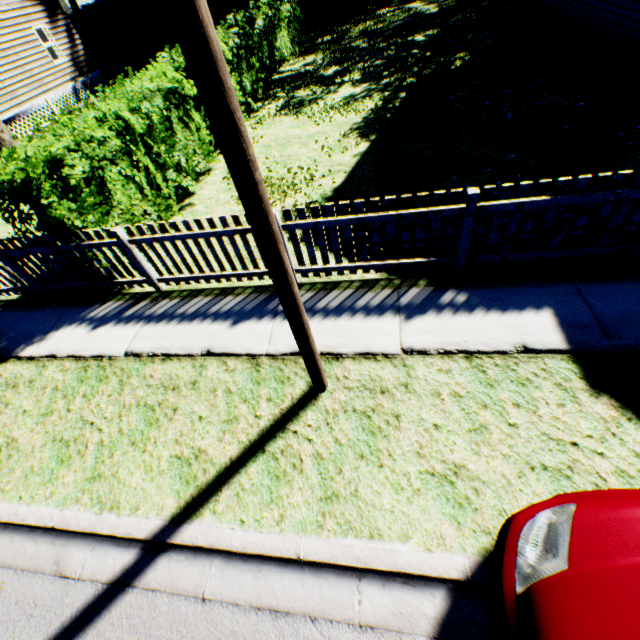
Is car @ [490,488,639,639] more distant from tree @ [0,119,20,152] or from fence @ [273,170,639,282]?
tree @ [0,119,20,152]

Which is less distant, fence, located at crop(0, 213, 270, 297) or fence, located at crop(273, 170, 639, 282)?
fence, located at crop(273, 170, 639, 282)

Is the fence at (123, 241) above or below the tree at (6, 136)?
below

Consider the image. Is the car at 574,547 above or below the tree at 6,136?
below

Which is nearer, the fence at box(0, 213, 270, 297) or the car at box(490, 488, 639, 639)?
the car at box(490, 488, 639, 639)

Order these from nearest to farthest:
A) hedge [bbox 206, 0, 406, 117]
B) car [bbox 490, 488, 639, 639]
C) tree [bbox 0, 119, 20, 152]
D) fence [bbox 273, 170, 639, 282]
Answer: car [bbox 490, 488, 639, 639] → fence [bbox 273, 170, 639, 282] → tree [bbox 0, 119, 20, 152] → hedge [bbox 206, 0, 406, 117]

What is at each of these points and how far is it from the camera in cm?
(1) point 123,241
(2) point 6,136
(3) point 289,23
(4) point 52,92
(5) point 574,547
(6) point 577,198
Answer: (1) fence, 491
(2) tree, 655
(3) hedge, 1683
(4) house, 1750
(5) car, 184
(6) fence, 371

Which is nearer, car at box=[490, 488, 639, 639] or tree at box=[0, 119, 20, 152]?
car at box=[490, 488, 639, 639]
